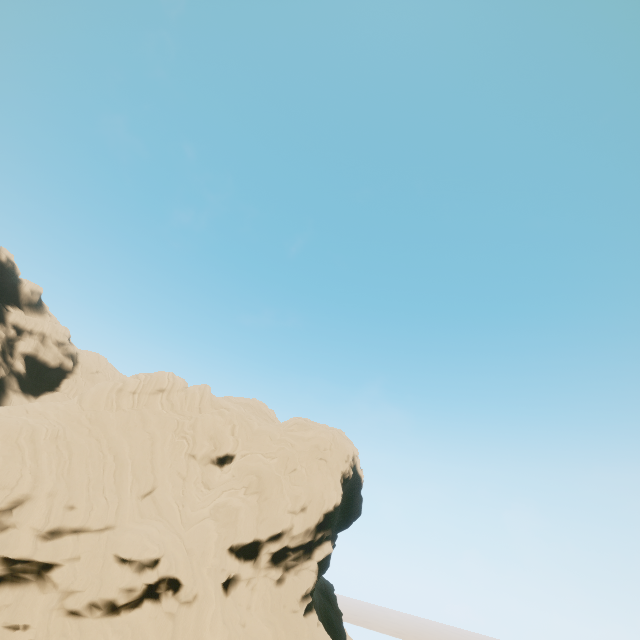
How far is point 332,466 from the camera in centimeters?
3512cm
